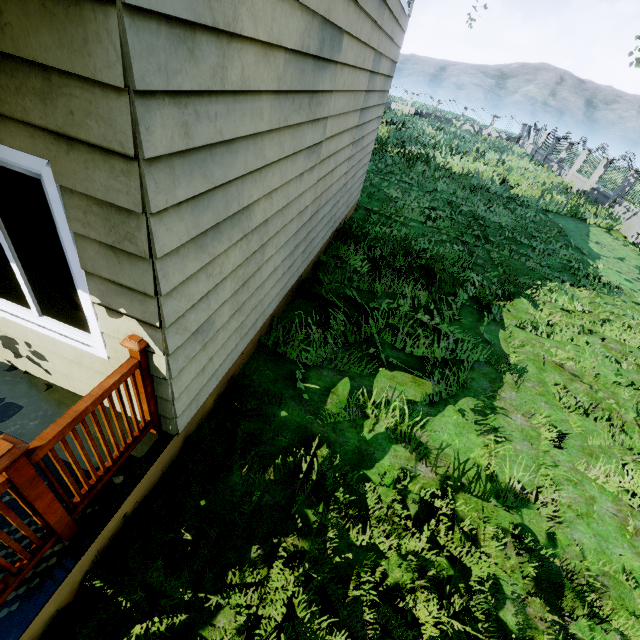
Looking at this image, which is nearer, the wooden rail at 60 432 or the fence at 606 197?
the wooden rail at 60 432

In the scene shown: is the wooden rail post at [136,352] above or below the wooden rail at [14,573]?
above

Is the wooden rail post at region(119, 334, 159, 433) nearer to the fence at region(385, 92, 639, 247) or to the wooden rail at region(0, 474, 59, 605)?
the wooden rail at region(0, 474, 59, 605)

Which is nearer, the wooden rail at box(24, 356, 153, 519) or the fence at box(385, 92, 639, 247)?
the wooden rail at box(24, 356, 153, 519)

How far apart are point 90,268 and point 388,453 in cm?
319

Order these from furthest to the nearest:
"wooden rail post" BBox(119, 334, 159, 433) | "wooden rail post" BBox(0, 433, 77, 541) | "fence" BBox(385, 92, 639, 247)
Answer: "fence" BBox(385, 92, 639, 247), "wooden rail post" BBox(119, 334, 159, 433), "wooden rail post" BBox(0, 433, 77, 541)

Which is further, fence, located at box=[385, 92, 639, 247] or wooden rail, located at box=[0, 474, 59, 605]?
fence, located at box=[385, 92, 639, 247]

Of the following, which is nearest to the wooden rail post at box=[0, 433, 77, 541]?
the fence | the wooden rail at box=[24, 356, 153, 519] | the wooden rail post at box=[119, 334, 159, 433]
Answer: the wooden rail at box=[24, 356, 153, 519]
